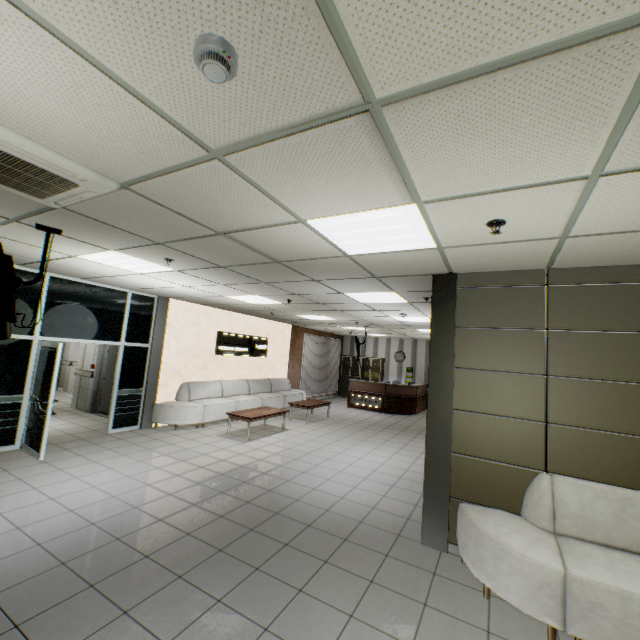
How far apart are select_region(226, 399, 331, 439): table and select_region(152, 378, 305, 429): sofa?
0.77m

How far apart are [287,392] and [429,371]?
8.6m

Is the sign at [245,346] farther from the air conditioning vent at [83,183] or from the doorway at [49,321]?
the air conditioning vent at [83,183]

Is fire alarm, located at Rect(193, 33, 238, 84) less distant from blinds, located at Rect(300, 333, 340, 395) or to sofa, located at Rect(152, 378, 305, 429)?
sofa, located at Rect(152, 378, 305, 429)

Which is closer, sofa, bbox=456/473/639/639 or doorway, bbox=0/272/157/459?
sofa, bbox=456/473/639/639

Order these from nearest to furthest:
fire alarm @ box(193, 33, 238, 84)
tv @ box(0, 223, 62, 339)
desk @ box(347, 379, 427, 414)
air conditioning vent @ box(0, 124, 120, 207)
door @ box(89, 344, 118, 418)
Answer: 1. fire alarm @ box(193, 33, 238, 84)
2. air conditioning vent @ box(0, 124, 120, 207)
3. tv @ box(0, 223, 62, 339)
4. door @ box(89, 344, 118, 418)
5. desk @ box(347, 379, 427, 414)

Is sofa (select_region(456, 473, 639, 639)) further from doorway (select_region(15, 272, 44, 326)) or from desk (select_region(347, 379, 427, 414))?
desk (select_region(347, 379, 427, 414))

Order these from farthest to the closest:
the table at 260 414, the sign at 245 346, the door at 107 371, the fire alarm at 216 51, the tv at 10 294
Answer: the sign at 245 346 → the door at 107 371 → the table at 260 414 → the tv at 10 294 → the fire alarm at 216 51
